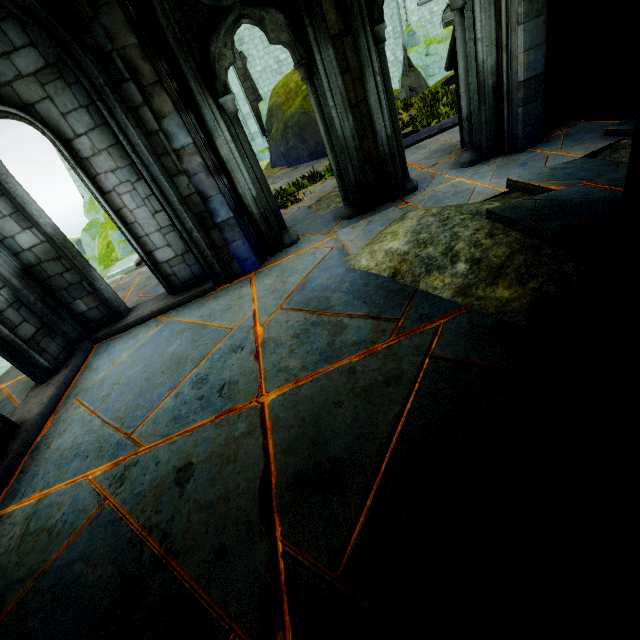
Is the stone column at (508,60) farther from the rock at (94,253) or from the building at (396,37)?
the rock at (94,253)

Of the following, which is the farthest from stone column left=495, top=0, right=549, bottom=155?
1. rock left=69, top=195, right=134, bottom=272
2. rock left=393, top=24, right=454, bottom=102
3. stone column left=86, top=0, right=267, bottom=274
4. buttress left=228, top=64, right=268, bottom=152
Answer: buttress left=228, top=64, right=268, bottom=152

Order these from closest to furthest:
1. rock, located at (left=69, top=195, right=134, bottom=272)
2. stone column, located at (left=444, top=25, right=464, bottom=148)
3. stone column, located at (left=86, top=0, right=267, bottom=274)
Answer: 1. stone column, located at (left=86, top=0, right=267, bottom=274)
2. stone column, located at (left=444, top=25, right=464, bottom=148)
3. rock, located at (left=69, top=195, right=134, bottom=272)

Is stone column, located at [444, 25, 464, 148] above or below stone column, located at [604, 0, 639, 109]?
above

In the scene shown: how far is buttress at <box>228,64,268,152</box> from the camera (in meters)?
18.61

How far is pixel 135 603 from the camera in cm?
189

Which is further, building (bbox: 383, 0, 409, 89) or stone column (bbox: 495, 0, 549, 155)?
building (bbox: 383, 0, 409, 89)

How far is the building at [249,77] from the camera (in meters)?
21.92
